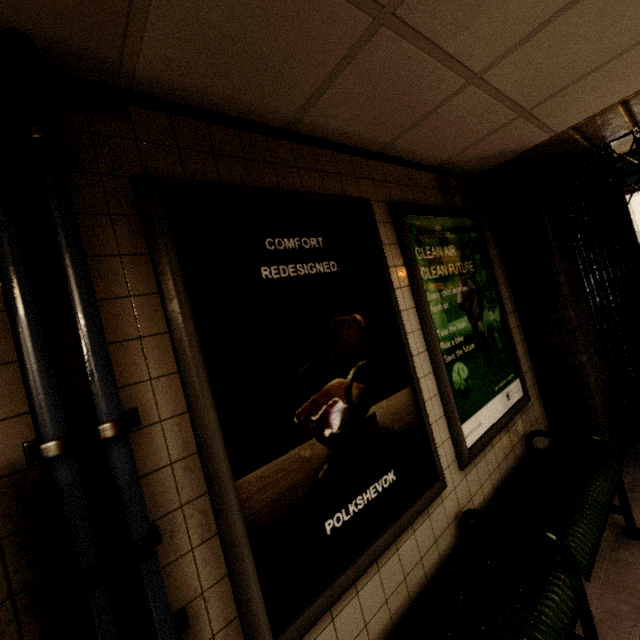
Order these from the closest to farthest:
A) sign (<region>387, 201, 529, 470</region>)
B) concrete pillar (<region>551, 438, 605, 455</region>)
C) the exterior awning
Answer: sign (<region>387, 201, 529, 470</region>) < concrete pillar (<region>551, 438, 605, 455</region>) < the exterior awning

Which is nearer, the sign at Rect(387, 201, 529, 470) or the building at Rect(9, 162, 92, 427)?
the building at Rect(9, 162, 92, 427)

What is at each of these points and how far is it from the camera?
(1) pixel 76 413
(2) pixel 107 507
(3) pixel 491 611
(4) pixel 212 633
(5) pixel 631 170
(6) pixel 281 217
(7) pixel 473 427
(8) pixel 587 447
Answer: (1) building, 0.94m
(2) building, 0.94m
(3) bench, 1.40m
(4) building, 1.05m
(5) exterior awning, 5.11m
(6) sign, 1.51m
(7) sign, 2.22m
(8) concrete pillar, 2.90m

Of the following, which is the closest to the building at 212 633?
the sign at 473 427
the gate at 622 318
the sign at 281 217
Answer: the sign at 281 217

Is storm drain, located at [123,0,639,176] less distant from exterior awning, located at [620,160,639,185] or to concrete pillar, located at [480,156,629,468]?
concrete pillar, located at [480,156,629,468]

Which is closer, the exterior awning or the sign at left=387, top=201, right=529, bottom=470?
the sign at left=387, top=201, right=529, bottom=470

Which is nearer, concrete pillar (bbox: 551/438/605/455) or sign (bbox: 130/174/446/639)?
sign (bbox: 130/174/446/639)

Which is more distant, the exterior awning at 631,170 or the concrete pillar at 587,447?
the exterior awning at 631,170
